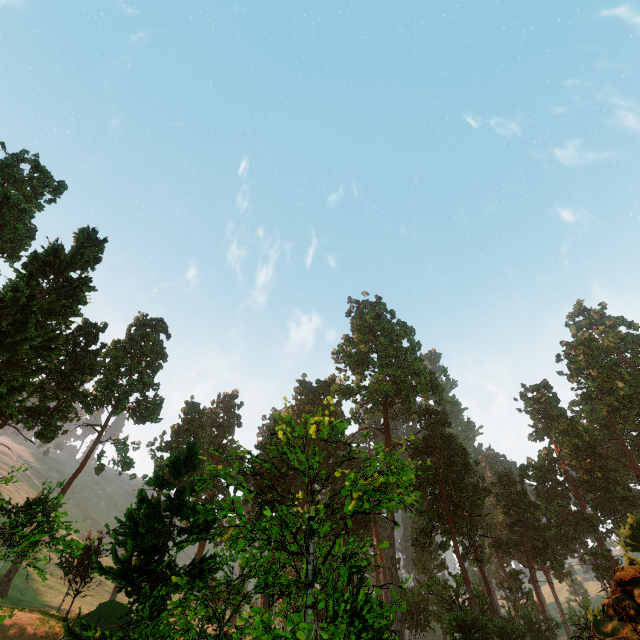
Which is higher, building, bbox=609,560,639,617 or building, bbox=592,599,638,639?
building, bbox=609,560,639,617

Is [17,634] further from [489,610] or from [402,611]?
[489,610]

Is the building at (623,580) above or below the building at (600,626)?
above

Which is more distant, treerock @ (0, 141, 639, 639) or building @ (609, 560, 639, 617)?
treerock @ (0, 141, 639, 639)

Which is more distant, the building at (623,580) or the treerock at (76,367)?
the treerock at (76,367)
